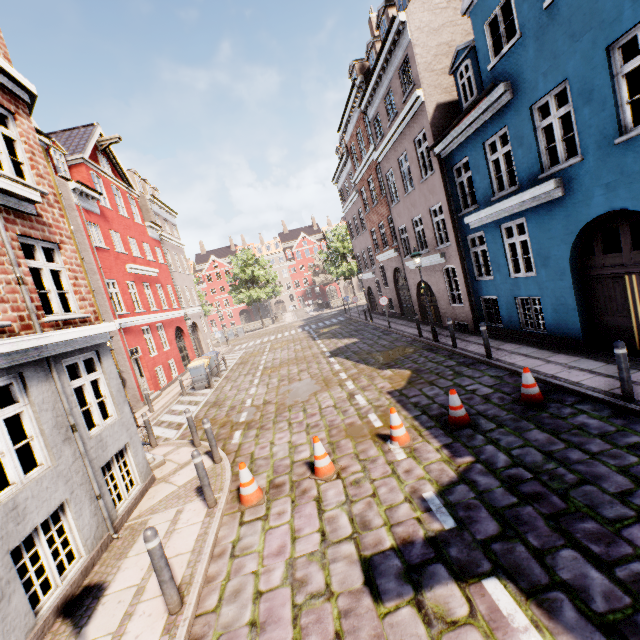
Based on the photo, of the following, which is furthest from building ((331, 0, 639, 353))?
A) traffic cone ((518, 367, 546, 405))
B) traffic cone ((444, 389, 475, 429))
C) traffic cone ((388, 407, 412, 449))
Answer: traffic cone ((388, 407, 412, 449))

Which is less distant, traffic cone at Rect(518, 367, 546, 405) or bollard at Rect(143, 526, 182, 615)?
bollard at Rect(143, 526, 182, 615)

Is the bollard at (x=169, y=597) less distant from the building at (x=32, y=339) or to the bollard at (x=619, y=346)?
the building at (x=32, y=339)

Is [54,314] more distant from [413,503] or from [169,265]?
[169,265]

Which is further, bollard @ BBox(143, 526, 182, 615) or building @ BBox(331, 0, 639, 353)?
building @ BBox(331, 0, 639, 353)

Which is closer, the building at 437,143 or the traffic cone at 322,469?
the traffic cone at 322,469

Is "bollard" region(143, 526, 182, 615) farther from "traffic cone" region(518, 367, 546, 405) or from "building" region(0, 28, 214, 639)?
"traffic cone" region(518, 367, 546, 405)

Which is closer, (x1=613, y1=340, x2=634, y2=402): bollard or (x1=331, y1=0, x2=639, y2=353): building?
(x1=613, y1=340, x2=634, y2=402): bollard
